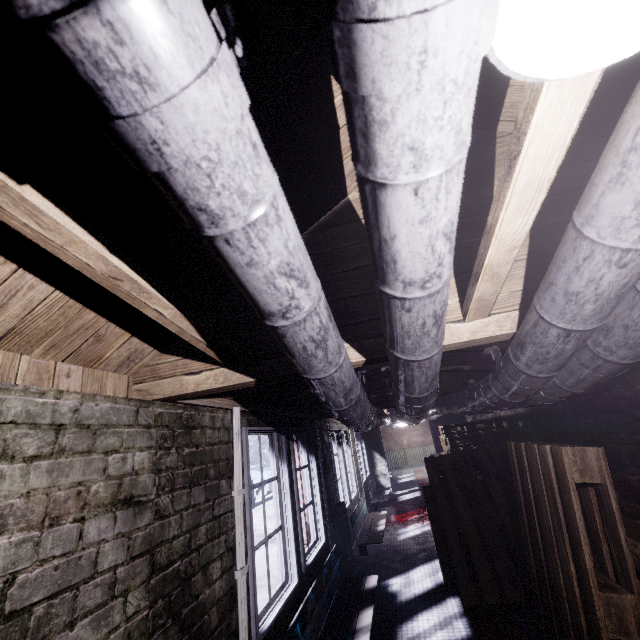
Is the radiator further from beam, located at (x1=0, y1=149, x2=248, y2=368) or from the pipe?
beam, located at (x1=0, y1=149, x2=248, y2=368)

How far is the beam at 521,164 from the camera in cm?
56

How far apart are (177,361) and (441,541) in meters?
3.8

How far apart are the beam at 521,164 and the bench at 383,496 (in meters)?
7.51

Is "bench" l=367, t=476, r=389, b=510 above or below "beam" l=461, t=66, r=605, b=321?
below

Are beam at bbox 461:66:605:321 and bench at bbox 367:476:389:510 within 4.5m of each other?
no

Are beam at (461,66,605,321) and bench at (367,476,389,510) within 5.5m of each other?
no

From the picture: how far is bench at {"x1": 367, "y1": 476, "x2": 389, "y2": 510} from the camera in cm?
760
